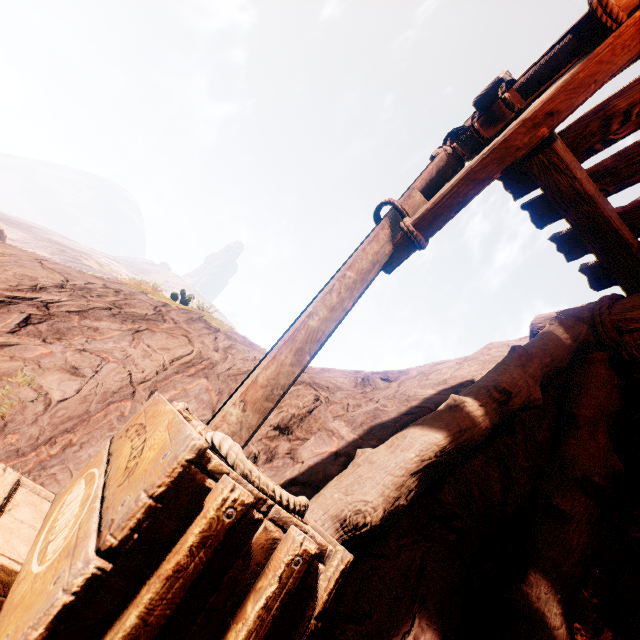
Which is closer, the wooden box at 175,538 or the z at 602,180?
the wooden box at 175,538

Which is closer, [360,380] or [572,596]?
[572,596]

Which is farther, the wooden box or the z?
the z
